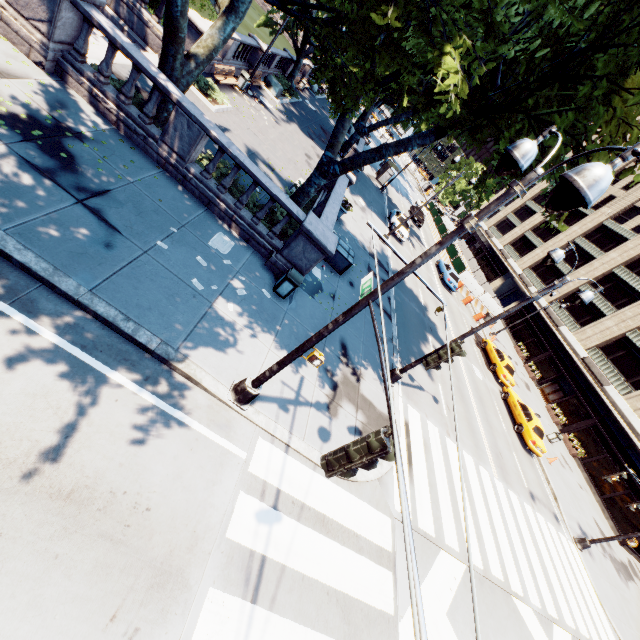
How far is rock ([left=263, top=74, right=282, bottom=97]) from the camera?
25.91m

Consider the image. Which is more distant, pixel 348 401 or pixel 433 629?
pixel 348 401

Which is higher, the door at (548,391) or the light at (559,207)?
the light at (559,207)

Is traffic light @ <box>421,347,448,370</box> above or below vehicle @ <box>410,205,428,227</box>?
above

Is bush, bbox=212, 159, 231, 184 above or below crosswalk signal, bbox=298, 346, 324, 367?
below

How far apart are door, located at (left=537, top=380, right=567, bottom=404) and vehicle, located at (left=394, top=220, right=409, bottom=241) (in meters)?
24.88

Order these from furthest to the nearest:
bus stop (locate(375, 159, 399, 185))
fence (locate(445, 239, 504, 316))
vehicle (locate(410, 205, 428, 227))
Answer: vehicle (locate(410, 205, 428, 227)), bus stop (locate(375, 159, 399, 185)), fence (locate(445, 239, 504, 316))

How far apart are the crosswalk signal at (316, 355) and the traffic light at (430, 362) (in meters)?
2.10
